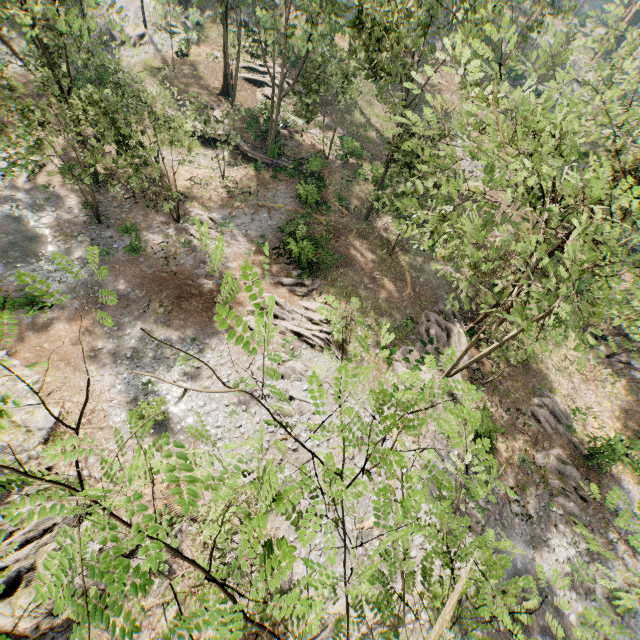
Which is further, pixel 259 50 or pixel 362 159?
pixel 259 50

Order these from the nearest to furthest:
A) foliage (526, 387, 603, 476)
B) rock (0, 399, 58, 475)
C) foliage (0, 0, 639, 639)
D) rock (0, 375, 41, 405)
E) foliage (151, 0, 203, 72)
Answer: foliage (0, 0, 639, 639), rock (0, 399, 58, 475), rock (0, 375, 41, 405), foliage (526, 387, 603, 476), foliage (151, 0, 203, 72)

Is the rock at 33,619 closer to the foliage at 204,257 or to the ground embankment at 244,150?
the foliage at 204,257

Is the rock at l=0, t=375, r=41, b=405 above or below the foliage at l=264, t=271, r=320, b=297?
below

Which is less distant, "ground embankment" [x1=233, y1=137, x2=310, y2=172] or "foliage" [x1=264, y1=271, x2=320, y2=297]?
"foliage" [x1=264, y1=271, x2=320, y2=297]

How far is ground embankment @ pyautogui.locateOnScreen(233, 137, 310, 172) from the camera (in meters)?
31.36

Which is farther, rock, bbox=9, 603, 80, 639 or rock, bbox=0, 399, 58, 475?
rock, bbox=0, 399, 58, 475
